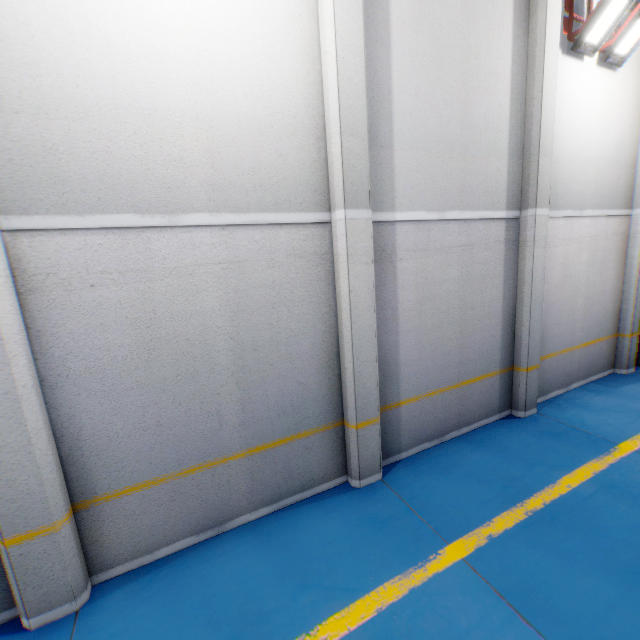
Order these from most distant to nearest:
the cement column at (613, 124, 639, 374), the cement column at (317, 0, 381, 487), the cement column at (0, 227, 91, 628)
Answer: the cement column at (613, 124, 639, 374), the cement column at (317, 0, 381, 487), the cement column at (0, 227, 91, 628)

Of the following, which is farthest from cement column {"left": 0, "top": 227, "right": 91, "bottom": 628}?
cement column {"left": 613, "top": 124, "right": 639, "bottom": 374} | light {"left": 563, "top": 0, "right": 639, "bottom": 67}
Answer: cement column {"left": 613, "top": 124, "right": 639, "bottom": 374}

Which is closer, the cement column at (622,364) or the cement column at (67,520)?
the cement column at (67,520)

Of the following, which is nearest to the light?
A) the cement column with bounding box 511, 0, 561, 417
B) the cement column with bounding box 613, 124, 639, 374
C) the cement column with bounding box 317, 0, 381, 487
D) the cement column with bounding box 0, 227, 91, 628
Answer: the cement column with bounding box 511, 0, 561, 417

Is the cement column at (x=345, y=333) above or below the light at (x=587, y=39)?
below

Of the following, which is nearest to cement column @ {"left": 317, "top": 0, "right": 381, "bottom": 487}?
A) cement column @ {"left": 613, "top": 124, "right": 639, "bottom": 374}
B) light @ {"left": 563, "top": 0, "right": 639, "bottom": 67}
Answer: light @ {"left": 563, "top": 0, "right": 639, "bottom": 67}

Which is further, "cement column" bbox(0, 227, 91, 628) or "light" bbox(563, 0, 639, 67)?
"light" bbox(563, 0, 639, 67)

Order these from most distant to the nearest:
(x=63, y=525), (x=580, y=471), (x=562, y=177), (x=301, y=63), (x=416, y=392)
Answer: (x=562, y=177) < (x=416, y=392) < (x=580, y=471) < (x=301, y=63) < (x=63, y=525)
